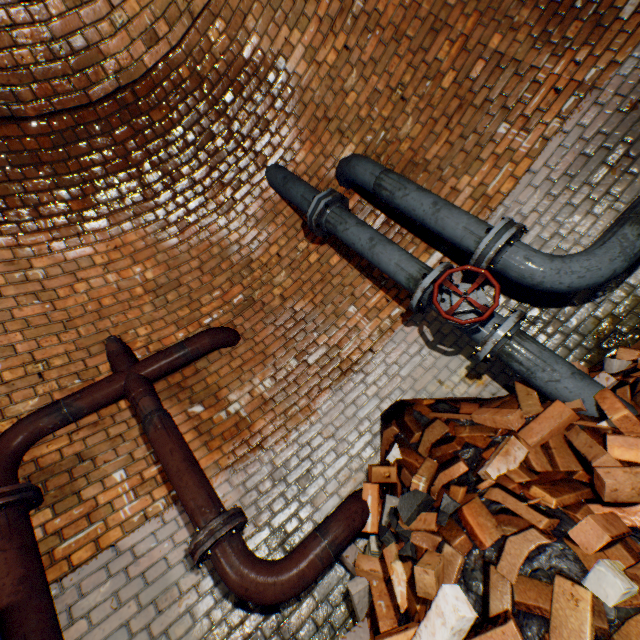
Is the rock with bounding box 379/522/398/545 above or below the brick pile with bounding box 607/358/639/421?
above

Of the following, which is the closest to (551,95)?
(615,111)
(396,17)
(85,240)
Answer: (615,111)

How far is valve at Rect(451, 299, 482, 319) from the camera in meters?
2.1 m

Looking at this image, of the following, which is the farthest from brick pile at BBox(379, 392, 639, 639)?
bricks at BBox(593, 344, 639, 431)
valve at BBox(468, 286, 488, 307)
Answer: valve at BBox(468, 286, 488, 307)

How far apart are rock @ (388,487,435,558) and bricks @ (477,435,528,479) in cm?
35

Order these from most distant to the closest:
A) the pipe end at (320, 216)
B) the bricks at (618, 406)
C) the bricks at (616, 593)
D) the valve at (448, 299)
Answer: the pipe end at (320, 216) → the valve at (448, 299) → the bricks at (618, 406) → the bricks at (616, 593)

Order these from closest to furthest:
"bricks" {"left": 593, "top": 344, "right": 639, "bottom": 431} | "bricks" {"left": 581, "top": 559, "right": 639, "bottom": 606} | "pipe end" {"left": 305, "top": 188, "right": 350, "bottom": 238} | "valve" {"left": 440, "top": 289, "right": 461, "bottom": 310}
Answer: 1. "bricks" {"left": 581, "top": 559, "right": 639, "bottom": 606}
2. "bricks" {"left": 593, "top": 344, "right": 639, "bottom": 431}
3. "valve" {"left": 440, "top": 289, "right": 461, "bottom": 310}
4. "pipe end" {"left": 305, "top": 188, "right": 350, "bottom": 238}

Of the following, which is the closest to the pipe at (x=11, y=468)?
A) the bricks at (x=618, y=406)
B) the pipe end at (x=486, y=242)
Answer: the bricks at (x=618, y=406)
